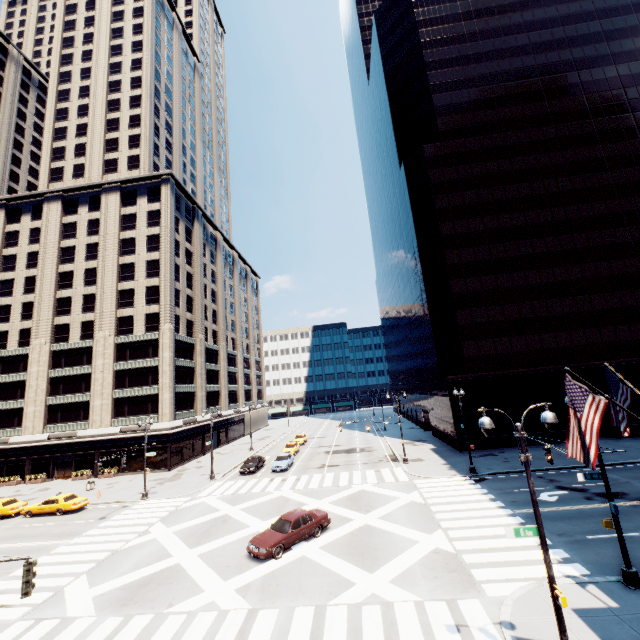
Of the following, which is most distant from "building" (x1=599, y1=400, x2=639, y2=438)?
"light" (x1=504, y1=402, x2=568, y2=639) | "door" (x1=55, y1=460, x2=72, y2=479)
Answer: "door" (x1=55, y1=460, x2=72, y2=479)

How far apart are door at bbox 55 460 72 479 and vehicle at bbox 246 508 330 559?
39.1 meters

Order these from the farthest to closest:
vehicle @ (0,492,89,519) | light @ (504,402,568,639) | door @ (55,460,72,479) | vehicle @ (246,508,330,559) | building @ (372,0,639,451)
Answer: door @ (55,460,72,479), building @ (372,0,639,451), vehicle @ (0,492,89,519), vehicle @ (246,508,330,559), light @ (504,402,568,639)

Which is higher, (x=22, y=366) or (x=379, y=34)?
(x=379, y=34)

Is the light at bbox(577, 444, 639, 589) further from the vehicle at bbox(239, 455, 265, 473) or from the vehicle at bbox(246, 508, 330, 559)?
the vehicle at bbox(239, 455, 265, 473)

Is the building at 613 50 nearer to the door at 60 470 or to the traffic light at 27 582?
the traffic light at 27 582

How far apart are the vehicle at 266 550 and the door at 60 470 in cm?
3907

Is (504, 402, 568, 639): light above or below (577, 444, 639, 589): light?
above
